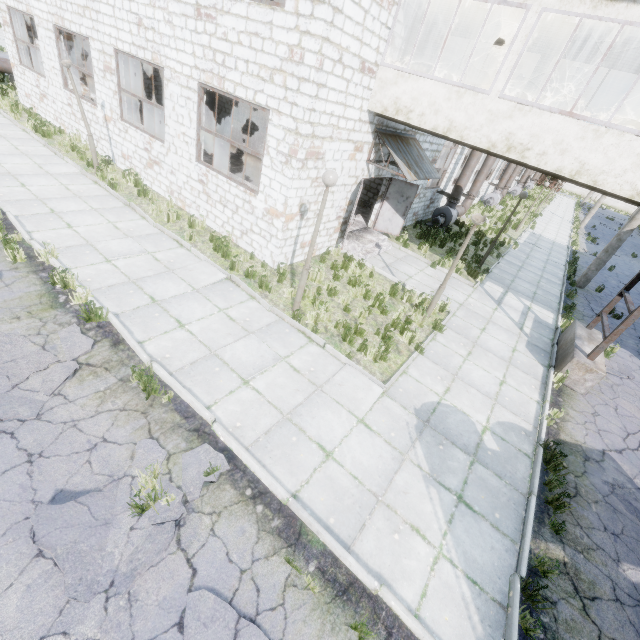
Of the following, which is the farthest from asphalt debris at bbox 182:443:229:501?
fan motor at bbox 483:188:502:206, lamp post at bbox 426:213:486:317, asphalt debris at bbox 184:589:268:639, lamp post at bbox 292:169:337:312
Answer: fan motor at bbox 483:188:502:206

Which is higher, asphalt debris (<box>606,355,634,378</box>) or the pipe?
the pipe

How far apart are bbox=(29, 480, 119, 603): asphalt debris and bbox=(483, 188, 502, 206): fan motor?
29.96m

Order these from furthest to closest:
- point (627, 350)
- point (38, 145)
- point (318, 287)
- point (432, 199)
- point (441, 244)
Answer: point (432, 199), point (441, 244), point (38, 145), point (627, 350), point (318, 287)

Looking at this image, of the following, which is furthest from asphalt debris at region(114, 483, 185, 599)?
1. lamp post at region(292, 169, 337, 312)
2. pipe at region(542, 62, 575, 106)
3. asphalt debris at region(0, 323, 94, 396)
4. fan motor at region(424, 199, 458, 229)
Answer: pipe at region(542, 62, 575, 106)

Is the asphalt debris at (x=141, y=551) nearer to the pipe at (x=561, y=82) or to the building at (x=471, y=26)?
the building at (x=471, y=26)

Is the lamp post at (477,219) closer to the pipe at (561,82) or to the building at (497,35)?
the building at (497,35)

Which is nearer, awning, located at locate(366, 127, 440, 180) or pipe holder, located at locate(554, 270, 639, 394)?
pipe holder, located at locate(554, 270, 639, 394)
